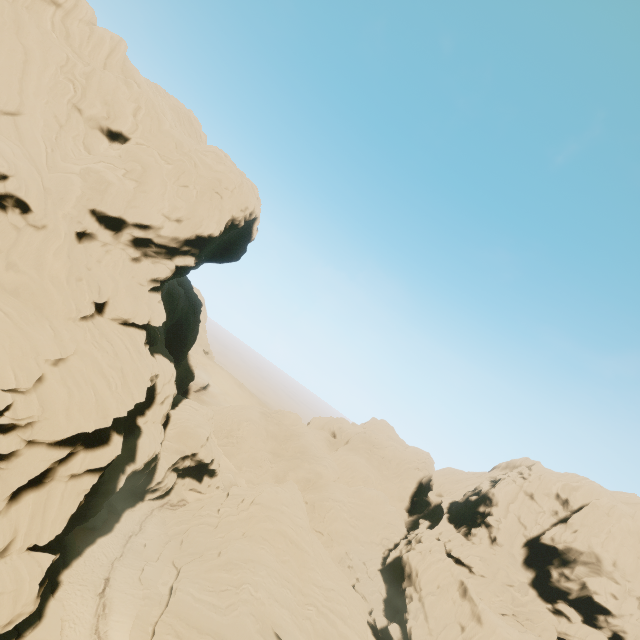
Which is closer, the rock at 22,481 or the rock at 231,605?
the rock at 22,481

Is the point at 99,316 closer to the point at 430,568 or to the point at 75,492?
the point at 75,492

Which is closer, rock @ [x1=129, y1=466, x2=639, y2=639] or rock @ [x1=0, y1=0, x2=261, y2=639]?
rock @ [x1=0, y1=0, x2=261, y2=639]
